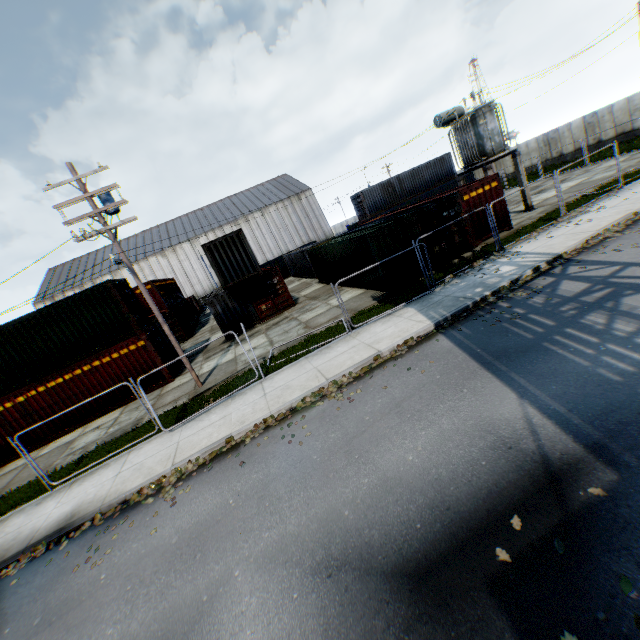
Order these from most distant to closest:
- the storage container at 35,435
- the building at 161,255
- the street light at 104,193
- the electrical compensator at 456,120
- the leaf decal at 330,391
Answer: the building at 161,255, the electrical compensator at 456,120, the storage container at 35,435, the street light at 104,193, the leaf decal at 330,391

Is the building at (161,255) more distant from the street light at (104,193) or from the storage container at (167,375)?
the street light at (104,193)

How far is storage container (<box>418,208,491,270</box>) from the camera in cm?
1582

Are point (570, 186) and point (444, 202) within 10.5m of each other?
no

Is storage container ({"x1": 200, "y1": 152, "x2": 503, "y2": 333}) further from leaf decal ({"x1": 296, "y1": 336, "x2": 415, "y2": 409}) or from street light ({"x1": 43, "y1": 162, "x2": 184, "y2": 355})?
street light ({"x1": 43, "y1": 162, "x2": 184, "y2": 355})

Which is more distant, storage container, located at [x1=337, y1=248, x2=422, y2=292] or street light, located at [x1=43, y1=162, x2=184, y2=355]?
storage container, located at [x1=337, y1=248, x2=422, y2=292]

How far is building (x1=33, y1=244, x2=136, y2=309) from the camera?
49.53m

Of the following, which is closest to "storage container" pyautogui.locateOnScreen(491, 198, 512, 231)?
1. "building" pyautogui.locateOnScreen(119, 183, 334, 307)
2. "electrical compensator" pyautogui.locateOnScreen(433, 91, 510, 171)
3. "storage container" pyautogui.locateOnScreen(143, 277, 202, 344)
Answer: "electrical compensator" pyautogui.locateOnScreen(433, 91, 510, 171)
